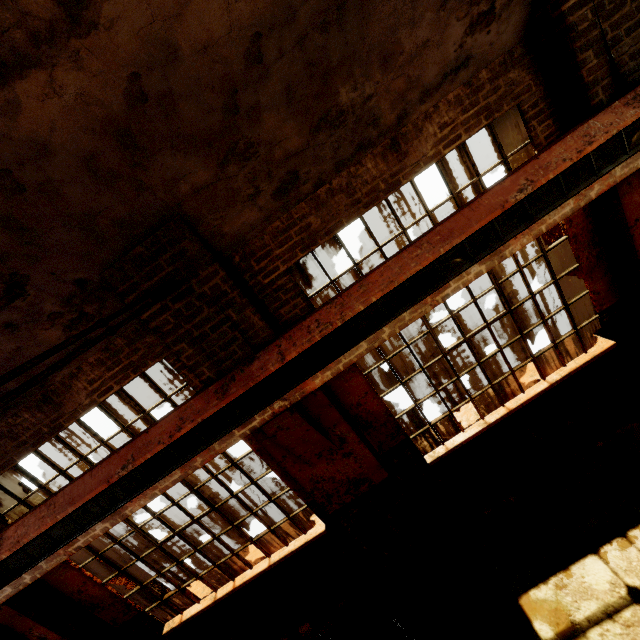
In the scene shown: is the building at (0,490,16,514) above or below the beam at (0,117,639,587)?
above

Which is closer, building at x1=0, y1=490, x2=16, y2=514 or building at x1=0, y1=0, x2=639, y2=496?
building at x1=0, y1=0, x2=639, y2=496

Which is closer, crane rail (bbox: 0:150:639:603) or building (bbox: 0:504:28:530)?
crane rail (bbox: 0:150:639:603)

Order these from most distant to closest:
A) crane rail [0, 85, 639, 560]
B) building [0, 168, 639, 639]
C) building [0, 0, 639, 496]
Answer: building [0, 168, 639, 639] → crane rail [0, 85, 639, 560] → building [0, 0, 639, 496]

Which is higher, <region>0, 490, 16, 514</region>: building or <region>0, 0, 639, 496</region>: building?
<region>0, 0, 639, 496</region>: building

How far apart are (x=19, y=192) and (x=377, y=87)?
Answer: 3.11m

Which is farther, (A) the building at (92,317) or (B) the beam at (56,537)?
(B) the beam at (56,537)

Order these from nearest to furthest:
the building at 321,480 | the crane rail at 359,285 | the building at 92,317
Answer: the building at 92,317
the crane rail at 359,285
the building at 321,480
